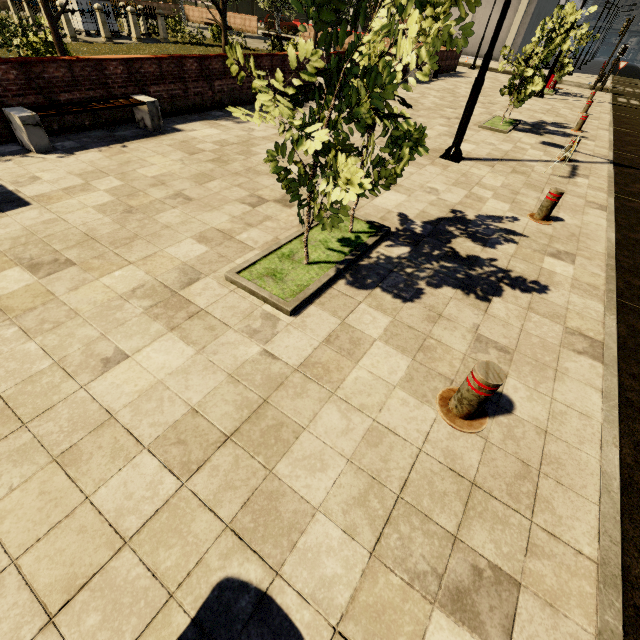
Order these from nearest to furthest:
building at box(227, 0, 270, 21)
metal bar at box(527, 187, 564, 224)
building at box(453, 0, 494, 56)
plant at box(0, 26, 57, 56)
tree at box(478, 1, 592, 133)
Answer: metal bar at box(527, 187, 564, 224) → tree at box(478, 1, 592, 133) → plant at box(0, 26, 57, 56) → building at box(453, 0, 494, 56) → building at box(227, 0, 270, 21)

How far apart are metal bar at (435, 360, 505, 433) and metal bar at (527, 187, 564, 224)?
4.5 meters

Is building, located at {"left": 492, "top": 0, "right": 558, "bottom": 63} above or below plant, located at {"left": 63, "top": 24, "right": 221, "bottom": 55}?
above

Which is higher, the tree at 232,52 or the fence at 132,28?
the tree at 232,52

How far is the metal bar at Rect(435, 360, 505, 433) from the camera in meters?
2.4 m

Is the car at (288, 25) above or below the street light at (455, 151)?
above

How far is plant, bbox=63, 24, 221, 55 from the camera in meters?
13.7 m

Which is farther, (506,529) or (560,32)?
(560,32)
